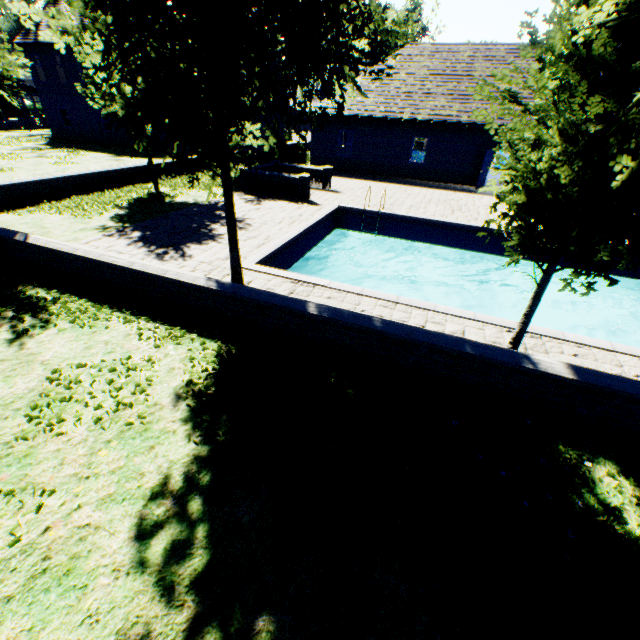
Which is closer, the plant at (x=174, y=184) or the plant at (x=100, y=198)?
the plant at (x=100, y=198)

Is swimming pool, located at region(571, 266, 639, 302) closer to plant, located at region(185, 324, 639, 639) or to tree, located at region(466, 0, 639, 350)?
tree, located at region(466, 0, 639, 350)

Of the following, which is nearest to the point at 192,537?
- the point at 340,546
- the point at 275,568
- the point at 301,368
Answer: the point at 275,568

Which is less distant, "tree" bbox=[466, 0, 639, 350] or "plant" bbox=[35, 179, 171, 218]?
"tree" bbox=[466, 0, 639, 350]

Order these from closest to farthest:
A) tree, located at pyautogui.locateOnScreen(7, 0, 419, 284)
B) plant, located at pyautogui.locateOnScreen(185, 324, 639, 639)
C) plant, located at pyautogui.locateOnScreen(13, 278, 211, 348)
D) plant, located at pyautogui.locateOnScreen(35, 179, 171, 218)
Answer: plant, located at pyautogui.locateOnScreen(185, 324, 639, 639) → tree, located at pyautogui.locateOnScreen(7, 0, 419, 284) → plant, located at pyautogui.locateOnScreen(13, 278, 211, 348) → plant, located at pyautogui.locateOnScreen(35, 179, 171, 218)

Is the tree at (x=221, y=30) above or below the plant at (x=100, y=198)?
above

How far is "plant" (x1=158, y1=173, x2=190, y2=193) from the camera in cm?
1547
